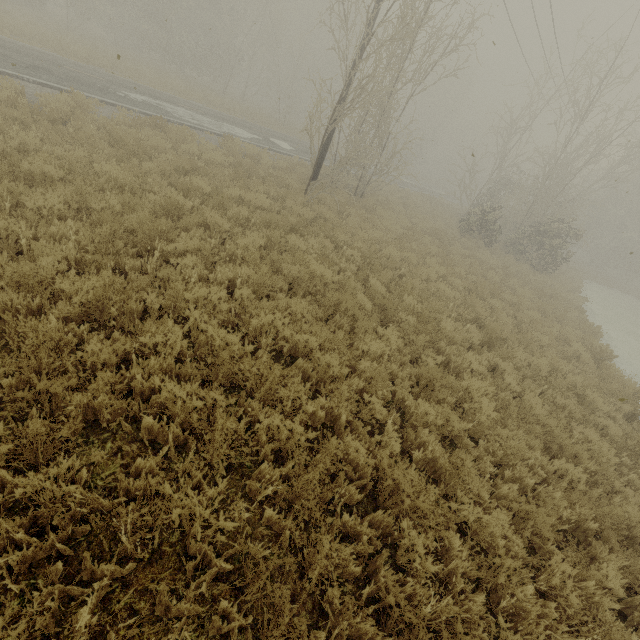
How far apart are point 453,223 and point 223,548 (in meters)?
24.37
